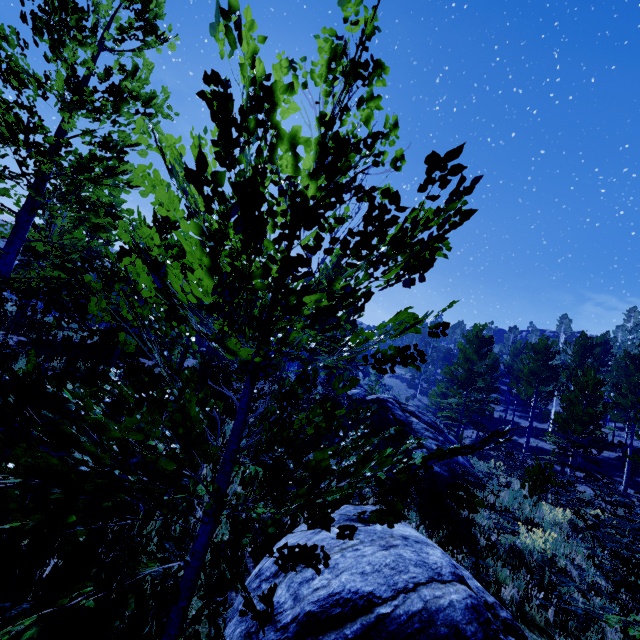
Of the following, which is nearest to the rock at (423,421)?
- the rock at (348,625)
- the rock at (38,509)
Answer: the rock at (348,625)

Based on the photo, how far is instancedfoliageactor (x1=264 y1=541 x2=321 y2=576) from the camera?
2.01m

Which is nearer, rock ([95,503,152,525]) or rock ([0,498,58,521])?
rock ([0,498,58,521])

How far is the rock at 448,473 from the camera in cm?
1002

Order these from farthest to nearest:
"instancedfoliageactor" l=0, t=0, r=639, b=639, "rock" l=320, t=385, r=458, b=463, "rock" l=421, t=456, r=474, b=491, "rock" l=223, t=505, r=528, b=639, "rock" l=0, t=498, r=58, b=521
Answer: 1. "rock" l=320, t=385, r=458, b=463
2. "rock" l=421, t=456, r=474, b=491
3. "rock" l=0, t=498, r=58, b=521
4. "rock" l=223, t=505, r=528, b=639
5. "instancedfoliageactor" l=0, t=0, r=639, b=639

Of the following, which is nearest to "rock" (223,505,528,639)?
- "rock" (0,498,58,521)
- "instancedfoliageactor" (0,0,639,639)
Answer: "instancedfoliageactor" (0,0,639,639)

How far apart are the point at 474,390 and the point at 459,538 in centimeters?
1901cm

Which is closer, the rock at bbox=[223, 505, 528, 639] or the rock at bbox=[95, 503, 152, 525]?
the rock at bbox=[223, 505, 528, 639]
